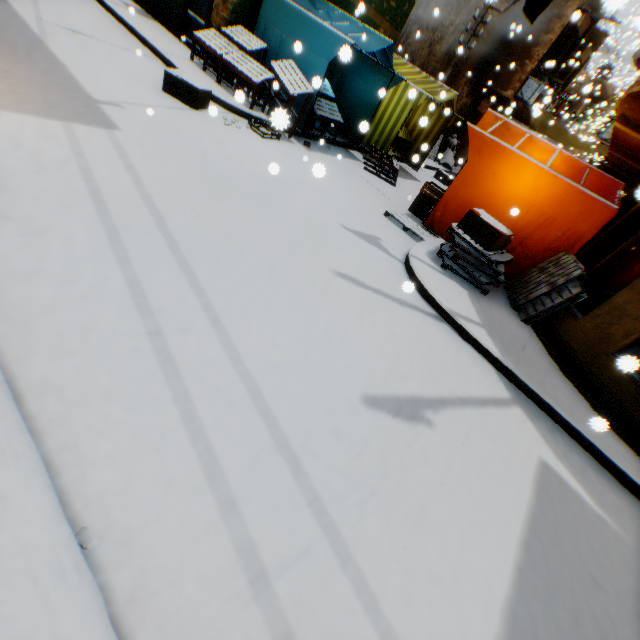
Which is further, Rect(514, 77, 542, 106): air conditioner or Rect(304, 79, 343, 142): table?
Rect(514, 77, 542, 106): air conditioner

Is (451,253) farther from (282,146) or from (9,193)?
(9,193)

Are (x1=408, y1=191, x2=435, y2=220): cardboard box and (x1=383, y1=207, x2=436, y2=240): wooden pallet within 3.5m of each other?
yes

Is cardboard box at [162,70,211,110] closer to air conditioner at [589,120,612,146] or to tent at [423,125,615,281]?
tent at [423,125,615,281]

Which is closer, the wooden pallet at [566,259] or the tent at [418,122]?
the wooden pallet at [566,259]

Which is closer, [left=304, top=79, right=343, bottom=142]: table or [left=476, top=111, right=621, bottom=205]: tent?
[left=476, top=111, right=621, bottom=205]: tent

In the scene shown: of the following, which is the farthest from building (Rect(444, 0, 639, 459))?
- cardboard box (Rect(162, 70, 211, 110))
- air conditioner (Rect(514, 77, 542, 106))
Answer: cardboard box (Rect(162, 70, 211, 110))

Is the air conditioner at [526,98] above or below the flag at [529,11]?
above
